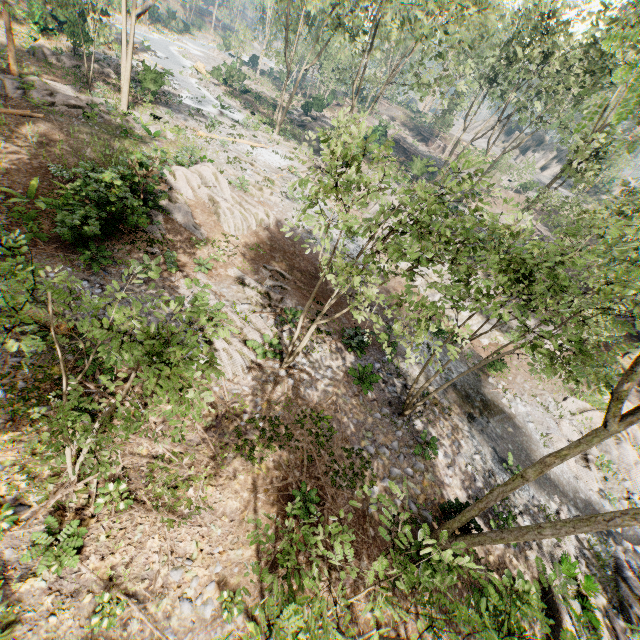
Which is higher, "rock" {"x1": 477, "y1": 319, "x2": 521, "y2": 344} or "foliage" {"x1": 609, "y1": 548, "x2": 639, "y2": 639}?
"rock" {"x1": 477, "y1": 319, "x2": 521, "y2": 344}

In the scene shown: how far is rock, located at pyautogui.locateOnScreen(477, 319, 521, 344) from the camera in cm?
2159

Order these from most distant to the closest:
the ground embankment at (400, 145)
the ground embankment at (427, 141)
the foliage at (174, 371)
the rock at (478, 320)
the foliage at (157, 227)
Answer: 1. the ground embankment at (427, 141)
2. the ground embankment at (400, 145)
3. the rock at (478, 320)
4. the foliage at (157, 227)
5. the foliage at (174, 371)

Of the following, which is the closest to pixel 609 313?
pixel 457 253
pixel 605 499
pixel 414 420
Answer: pixel 457 253

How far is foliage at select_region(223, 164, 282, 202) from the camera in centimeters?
2204cm

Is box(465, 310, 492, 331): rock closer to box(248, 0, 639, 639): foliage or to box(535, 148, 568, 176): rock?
box(248, 0, 639, 639): foliage

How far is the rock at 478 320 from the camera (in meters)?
22.23
